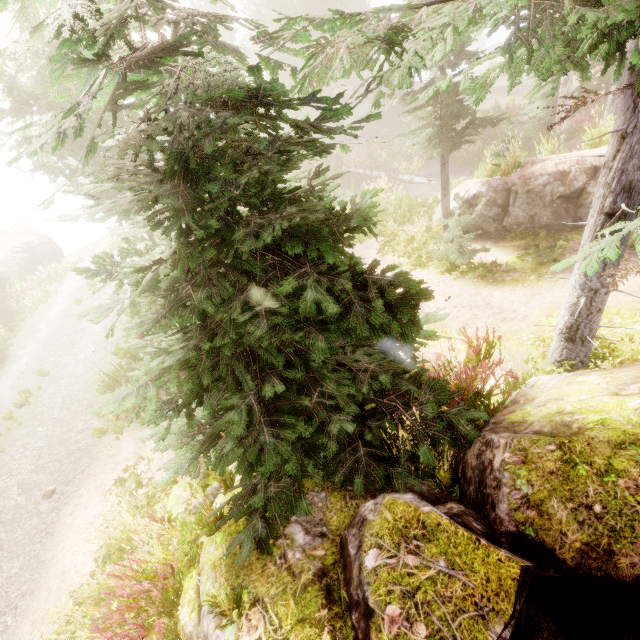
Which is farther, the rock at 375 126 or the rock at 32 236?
the rock at 375 126

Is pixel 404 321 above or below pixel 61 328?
above

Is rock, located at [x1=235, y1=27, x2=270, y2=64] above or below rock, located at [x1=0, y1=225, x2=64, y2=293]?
above

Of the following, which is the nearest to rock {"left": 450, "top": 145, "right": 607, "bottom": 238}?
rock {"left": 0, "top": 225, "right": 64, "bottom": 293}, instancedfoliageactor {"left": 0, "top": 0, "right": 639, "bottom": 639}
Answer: instancedfoliageactor {"left": 0, "top": 0, "right": 639, "bottom": 639}

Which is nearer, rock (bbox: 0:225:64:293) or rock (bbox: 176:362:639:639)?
rock (bbox: 176:362:639:639)

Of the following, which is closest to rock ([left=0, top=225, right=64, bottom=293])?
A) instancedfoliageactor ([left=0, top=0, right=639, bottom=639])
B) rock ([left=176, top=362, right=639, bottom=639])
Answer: instancedfoliageactor ([left=0, top=0, right=639, bottom=639])

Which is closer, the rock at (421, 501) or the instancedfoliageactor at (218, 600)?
the rock at (421, 501)

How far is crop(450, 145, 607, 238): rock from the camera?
9.5 meters
